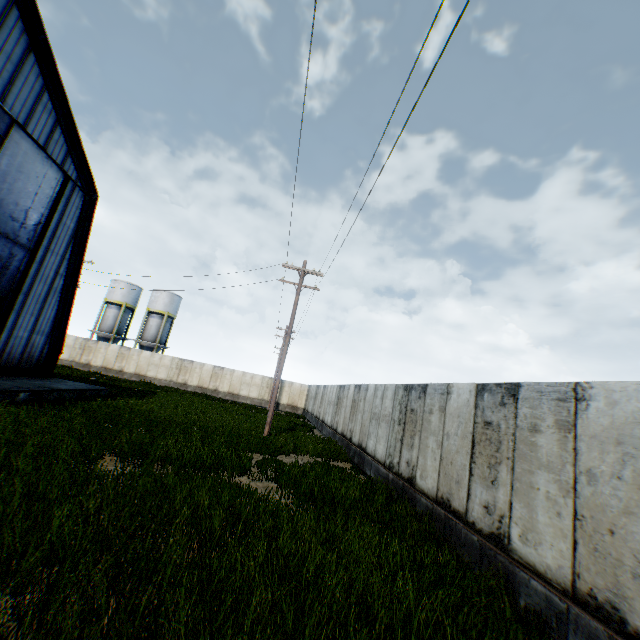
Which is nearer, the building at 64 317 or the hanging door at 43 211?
the building at 64 317

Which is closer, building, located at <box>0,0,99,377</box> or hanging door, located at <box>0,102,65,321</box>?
building, located at <box>0,0,99,377</box>

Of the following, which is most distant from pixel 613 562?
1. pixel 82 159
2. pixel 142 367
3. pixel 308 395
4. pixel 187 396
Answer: pixel 142 367
